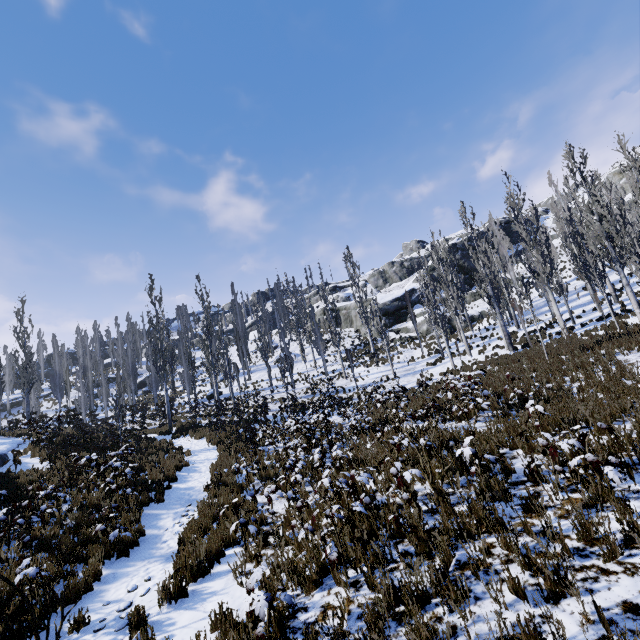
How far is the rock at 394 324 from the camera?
38.6m

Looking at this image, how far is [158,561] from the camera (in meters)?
7.07

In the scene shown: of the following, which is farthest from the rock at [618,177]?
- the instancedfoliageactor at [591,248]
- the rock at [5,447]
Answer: the rock at [5,447]

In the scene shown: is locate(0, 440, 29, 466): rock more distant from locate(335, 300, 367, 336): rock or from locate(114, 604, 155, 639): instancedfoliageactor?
locate(335, 300, 367, 336): rock

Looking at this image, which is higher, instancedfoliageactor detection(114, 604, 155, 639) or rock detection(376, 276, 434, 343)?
rock detection(376, 276, 434, 343)

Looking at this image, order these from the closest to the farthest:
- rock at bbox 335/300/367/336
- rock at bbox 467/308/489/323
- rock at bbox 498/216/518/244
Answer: rock at bbox 467/308/489/323, rock at bbox 335/300/367/336, rock at bbox 498/216/518/244
